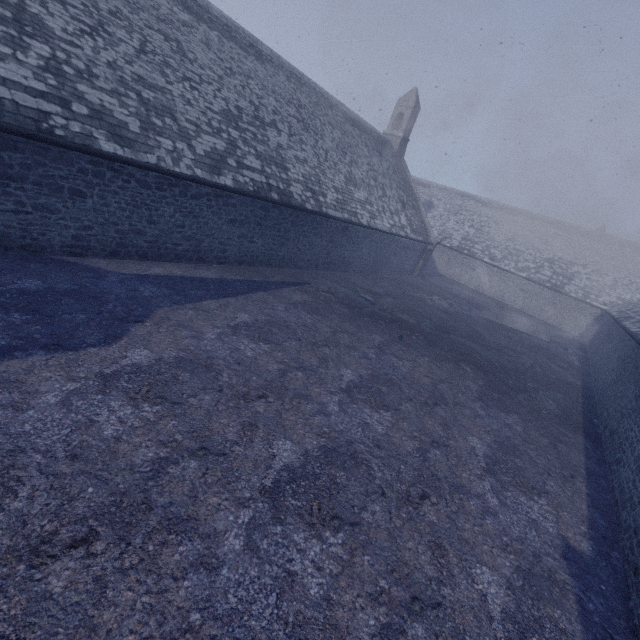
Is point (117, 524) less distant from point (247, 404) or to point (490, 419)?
point (247, 404)
